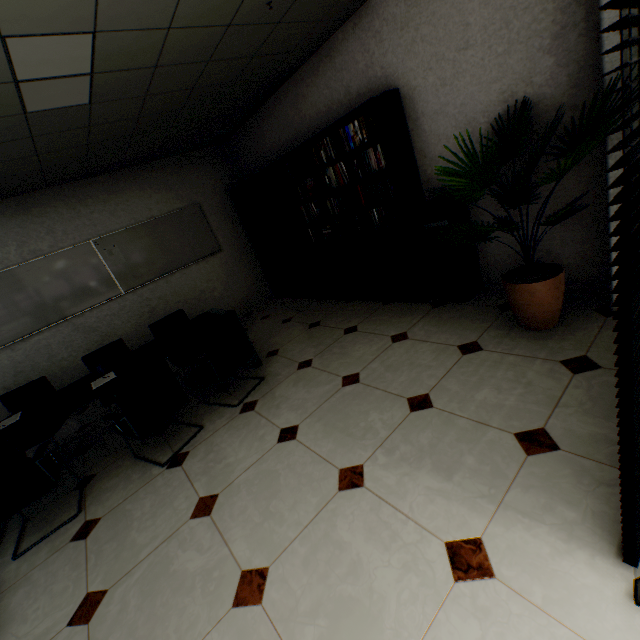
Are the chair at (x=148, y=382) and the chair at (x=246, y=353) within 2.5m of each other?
yes

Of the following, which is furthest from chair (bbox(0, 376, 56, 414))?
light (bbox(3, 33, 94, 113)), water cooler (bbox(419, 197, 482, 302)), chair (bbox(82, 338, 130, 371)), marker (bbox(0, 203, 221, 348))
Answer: water cooler (bbox(419, 197, 482, 302))

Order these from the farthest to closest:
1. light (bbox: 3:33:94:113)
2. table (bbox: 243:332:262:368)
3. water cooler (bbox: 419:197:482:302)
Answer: table (bbox: 243:332:262:368) < water cooler (bbox: 419:197:482:302) < light (bbox: 3:33:94:113)

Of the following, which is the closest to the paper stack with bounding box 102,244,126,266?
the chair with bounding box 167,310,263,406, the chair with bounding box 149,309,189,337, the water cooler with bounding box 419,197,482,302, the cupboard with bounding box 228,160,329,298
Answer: the chair with bounding box 149,309,189,337

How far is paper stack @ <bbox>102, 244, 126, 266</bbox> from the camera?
5.0m

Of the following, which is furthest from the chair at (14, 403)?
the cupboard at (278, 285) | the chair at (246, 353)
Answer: the cupboard at (278, 285)

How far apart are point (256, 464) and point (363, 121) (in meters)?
3.37

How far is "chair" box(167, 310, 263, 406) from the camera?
3.0m
